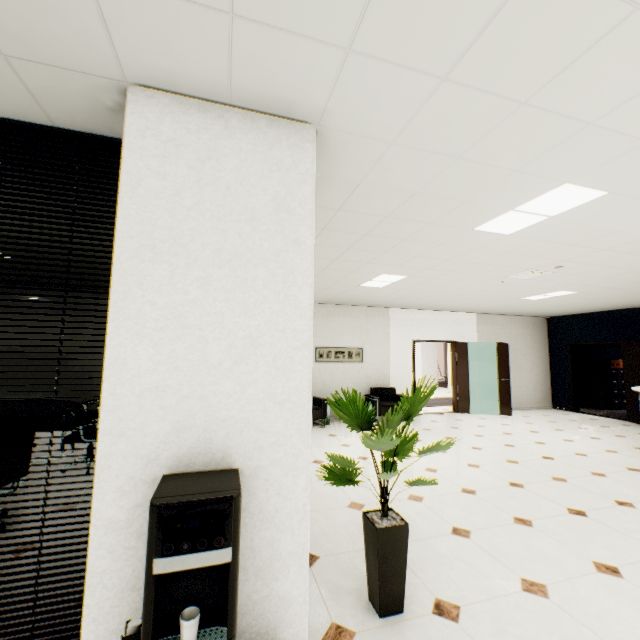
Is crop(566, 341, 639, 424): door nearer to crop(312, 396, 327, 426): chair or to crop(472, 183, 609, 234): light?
crop(472, 183, 609, 234): light

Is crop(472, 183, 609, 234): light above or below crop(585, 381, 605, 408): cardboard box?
above

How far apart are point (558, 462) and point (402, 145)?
5.6 meters

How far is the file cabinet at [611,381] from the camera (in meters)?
10.39

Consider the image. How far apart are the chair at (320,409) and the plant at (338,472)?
4.6 meters

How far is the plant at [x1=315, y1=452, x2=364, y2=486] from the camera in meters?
2.1 m

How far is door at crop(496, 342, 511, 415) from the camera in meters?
9.1

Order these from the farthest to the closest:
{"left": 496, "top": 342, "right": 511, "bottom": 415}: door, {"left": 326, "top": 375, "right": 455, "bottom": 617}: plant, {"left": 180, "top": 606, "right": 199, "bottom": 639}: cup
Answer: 1. {"left": 496, "top": 342, "right": 511, "bottom": 415}: door
2. {"left": 326, "top": 375, "right": 455, "bottom": 617}: plant
3. {"left": 180, "top": 606, "right": 199, "bottom": 639}: cup
